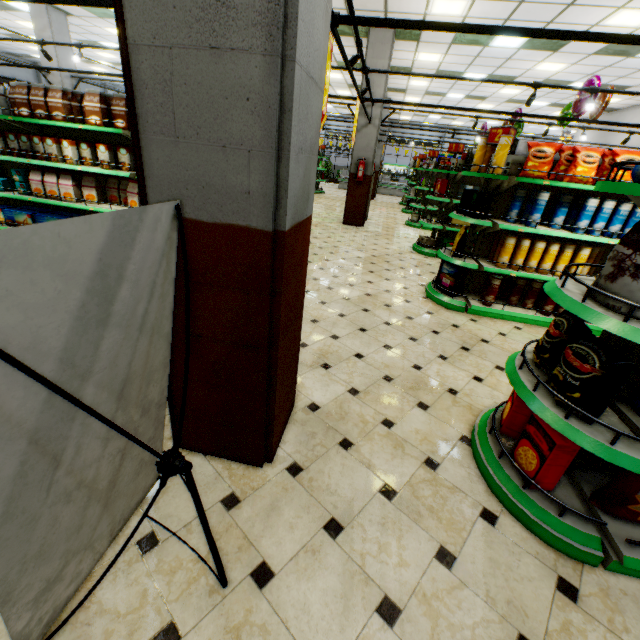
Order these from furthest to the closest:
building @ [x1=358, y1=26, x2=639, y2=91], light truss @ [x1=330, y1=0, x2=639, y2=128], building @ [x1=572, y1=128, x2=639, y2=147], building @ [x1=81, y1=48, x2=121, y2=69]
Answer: building @ [x1=81, y1=48, x2=121, y2=69]
building @ [x1=572, y1=128, x2=639, y2=147]
building @ [x1=358, y1=26, x2=639, y2=91]
light truss @ [x1=330, y1=0, x2=639, y2=128]

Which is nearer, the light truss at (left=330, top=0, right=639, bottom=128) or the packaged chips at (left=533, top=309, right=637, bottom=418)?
the packaged chips at (left=533, top=309, right=637, bottom=418)

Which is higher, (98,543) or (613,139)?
(613,139)

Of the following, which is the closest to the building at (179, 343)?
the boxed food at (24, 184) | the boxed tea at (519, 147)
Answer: the boxed food at (24, 184)

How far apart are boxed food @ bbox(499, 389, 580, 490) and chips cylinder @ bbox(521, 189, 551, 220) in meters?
3.2

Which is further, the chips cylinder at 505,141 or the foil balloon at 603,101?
the foil balloon at 603,101

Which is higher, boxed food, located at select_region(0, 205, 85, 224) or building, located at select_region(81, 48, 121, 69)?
building, located at select_region(81, 48, 121, 69)

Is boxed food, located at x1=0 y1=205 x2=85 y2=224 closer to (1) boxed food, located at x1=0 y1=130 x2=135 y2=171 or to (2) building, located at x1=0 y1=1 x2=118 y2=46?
(2) building, located at x1=0 y1=1 x2=118 y2=46
